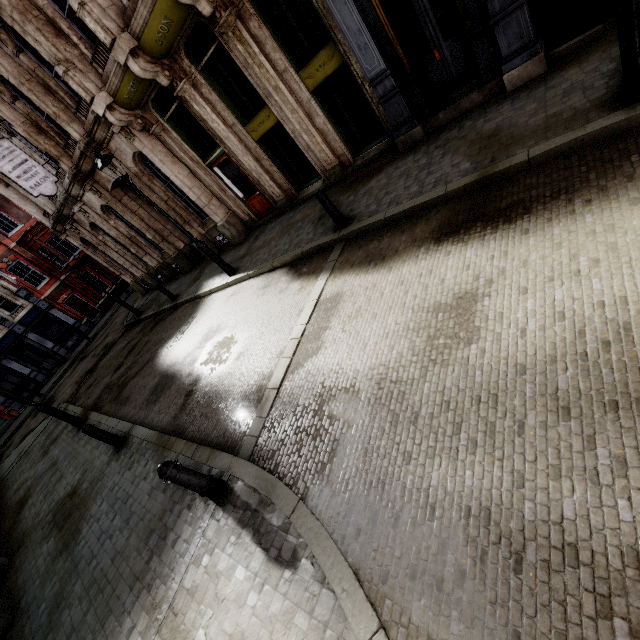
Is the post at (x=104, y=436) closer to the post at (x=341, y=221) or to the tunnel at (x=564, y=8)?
the post at (x=341, y=221)

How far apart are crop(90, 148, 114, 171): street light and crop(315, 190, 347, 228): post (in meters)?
4.69

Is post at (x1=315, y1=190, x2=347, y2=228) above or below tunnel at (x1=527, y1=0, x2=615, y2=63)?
above

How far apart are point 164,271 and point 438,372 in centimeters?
1754cm

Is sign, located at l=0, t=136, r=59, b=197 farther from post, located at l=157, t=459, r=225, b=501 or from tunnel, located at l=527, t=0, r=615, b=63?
tunnel, located at l=527, t=0, r=615, b=63

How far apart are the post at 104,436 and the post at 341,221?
7.4m

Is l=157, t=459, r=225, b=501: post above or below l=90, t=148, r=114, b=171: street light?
below

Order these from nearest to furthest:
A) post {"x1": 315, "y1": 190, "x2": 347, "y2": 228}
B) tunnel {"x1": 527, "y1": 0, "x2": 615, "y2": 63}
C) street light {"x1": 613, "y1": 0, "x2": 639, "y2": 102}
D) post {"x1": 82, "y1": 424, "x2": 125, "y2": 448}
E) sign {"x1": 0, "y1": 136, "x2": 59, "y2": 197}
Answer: street light {"x1": 613, "y1": 0, "x2": 639, "y2": 102}, tunnel {"x1": 527, "y1": 0, "x2": 615, "y2": 63}, post {"x1": 315, "y1": 190, "x2": 347, "y2": 228}, post {"x1": 82, "y1": 424, "x2": 125, "y2": 448}, sign {"x1": 0, "y1": 136, "x2": 59, "y2": 197}
